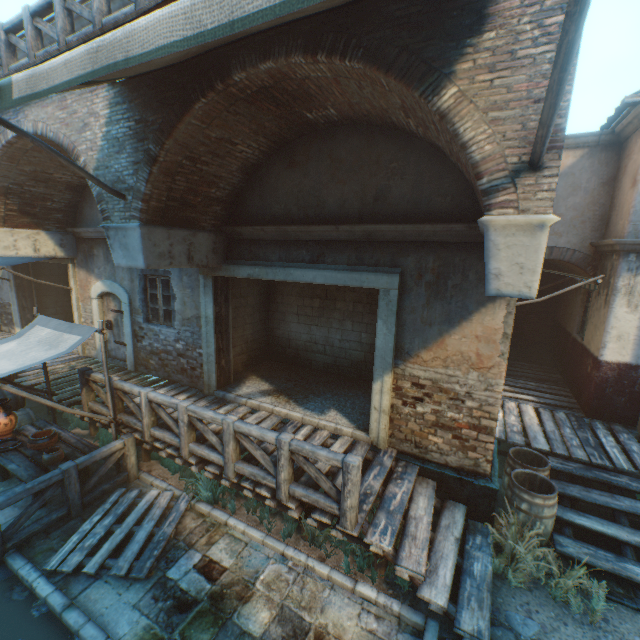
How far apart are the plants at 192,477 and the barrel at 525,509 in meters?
4.8

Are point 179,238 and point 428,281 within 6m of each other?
yes

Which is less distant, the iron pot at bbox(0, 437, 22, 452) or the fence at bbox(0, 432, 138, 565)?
the fence at bbox(0, 432, 138, 565)

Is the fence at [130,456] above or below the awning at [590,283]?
below

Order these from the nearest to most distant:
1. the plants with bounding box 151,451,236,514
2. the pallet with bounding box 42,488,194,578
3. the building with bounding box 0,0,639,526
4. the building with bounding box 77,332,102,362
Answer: the building with bounding box 0,0,639,526
the pallet with bounding box 42,488,194,578
the plants with bounding box 151,451,236,514
the building with bounding box 77,332,102,362

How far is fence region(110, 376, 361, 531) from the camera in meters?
4.1

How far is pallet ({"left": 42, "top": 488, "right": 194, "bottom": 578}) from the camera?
4.43m
